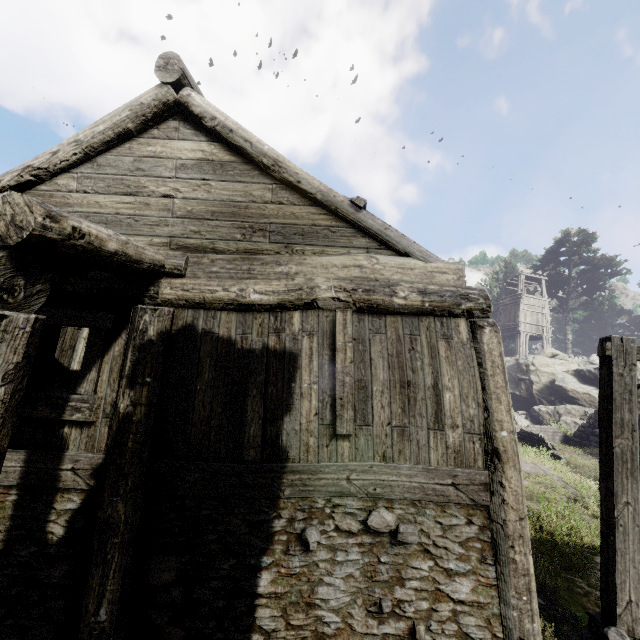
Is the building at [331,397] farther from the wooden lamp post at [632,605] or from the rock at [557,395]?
the rock at [557,395]

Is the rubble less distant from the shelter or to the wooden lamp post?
the shelter

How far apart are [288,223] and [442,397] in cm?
334

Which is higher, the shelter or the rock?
the rock

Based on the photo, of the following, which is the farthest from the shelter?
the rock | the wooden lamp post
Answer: the rock

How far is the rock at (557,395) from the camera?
21.73m

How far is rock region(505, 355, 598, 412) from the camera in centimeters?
2173cm

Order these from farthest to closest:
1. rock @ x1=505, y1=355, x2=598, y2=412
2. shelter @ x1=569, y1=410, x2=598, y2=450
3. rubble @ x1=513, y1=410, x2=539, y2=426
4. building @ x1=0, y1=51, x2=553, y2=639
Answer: rubble @ x1=513, y1=410, x2=539, y2=426, rock @ x1=505, y1=355, x2=598, y2=412, shelter @ x1=569, y1=410, x2=598, y2=450, building @ x1=0, y1=51, x2=553, y2=639
